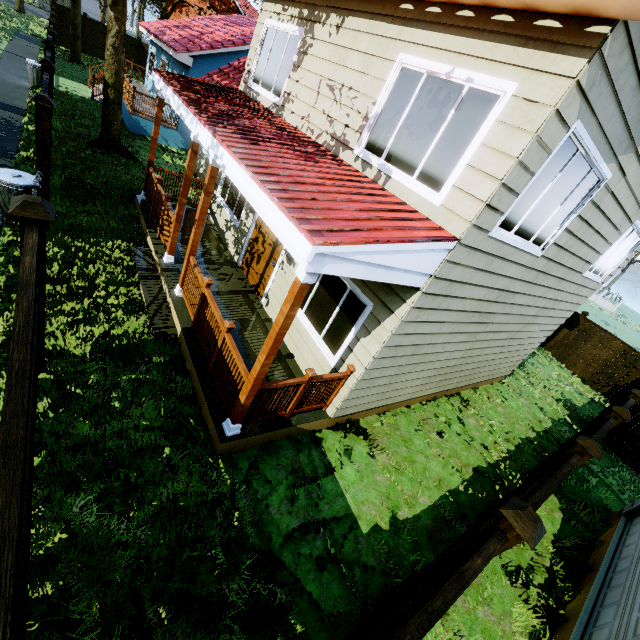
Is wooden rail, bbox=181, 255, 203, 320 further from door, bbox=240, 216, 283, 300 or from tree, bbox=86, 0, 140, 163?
tree, bbox=86, 0, 140, 163

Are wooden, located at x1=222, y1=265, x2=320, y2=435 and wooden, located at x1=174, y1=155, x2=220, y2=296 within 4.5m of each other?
yes

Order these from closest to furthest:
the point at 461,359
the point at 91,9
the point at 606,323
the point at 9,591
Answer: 1. the point at 9,591
2. the point at 461,359
3. the point at 606,323
4. the point at 91,9

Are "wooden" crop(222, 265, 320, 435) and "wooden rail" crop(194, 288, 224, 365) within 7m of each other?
yes

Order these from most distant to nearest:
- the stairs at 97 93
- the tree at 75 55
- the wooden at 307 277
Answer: the tree at 75 55 → the stairs at 97 93 → the wooden at 307 277

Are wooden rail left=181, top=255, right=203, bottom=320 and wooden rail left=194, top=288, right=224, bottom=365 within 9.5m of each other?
yes

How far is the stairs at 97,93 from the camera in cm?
1535

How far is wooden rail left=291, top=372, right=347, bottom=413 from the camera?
4.9 meters
